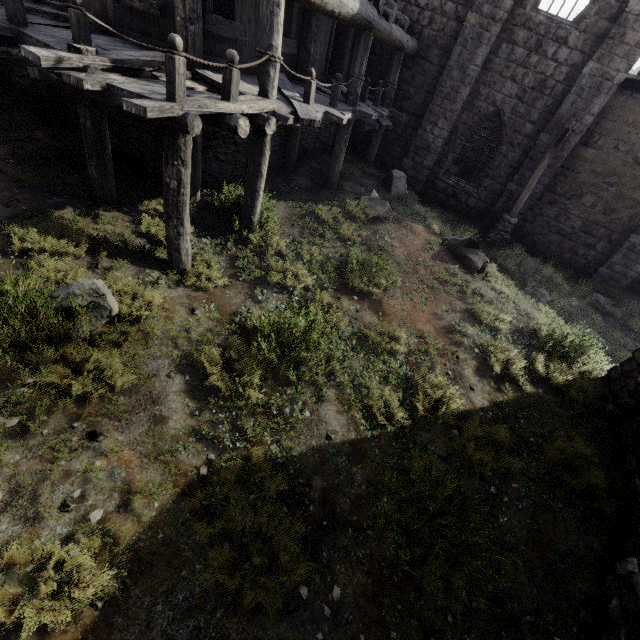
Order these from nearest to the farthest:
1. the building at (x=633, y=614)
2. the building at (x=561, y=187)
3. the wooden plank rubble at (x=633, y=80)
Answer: the building at (x=633, y=614), the building at (x=561, y=187), the wooden plank rubble at (x=633, y=80)

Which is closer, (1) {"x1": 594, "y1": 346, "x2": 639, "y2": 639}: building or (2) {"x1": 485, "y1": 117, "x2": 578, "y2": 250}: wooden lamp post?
(1) {"x1": 594, "y1": 346, "x2": 639, "y2": 639}: building

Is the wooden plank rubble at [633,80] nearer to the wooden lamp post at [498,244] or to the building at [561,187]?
the building at [561,187]

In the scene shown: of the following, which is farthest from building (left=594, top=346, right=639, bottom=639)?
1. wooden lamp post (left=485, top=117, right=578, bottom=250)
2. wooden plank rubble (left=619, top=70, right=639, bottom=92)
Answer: wooden lamp post (left=485, top=117, right=578, bottom=250)

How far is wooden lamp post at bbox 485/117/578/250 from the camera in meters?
11.1

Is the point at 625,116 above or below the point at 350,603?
above
